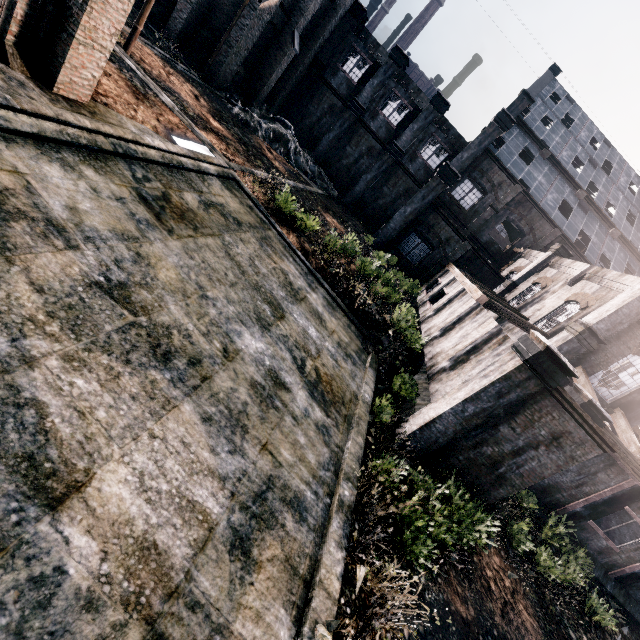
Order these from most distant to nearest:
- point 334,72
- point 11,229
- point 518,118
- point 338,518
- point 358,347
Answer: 1. point 518,118
2. point 334,72
3. point 358,347
4. point 338,518
5. point 11,229

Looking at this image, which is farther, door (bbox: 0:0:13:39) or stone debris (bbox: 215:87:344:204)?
stone debris (bbox: 215:87:344:204)

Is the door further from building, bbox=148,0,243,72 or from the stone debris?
building, bbox=148,0,243,72

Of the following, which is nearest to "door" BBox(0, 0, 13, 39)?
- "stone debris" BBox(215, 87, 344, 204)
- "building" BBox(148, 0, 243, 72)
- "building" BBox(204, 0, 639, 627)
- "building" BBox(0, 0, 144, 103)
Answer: "building" BBox(0, 0, 144, 103)

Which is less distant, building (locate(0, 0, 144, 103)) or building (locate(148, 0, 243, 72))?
building (locate(0, 0, 144, 103))

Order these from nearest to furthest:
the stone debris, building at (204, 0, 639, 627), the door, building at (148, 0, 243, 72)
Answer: the door, building at (204, 0, 639, 627), building at (148, 0, 243, 72), the stone debris

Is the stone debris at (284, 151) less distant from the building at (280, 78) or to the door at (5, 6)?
the building at (280, 78)

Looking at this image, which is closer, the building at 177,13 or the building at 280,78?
the building at 280,78
